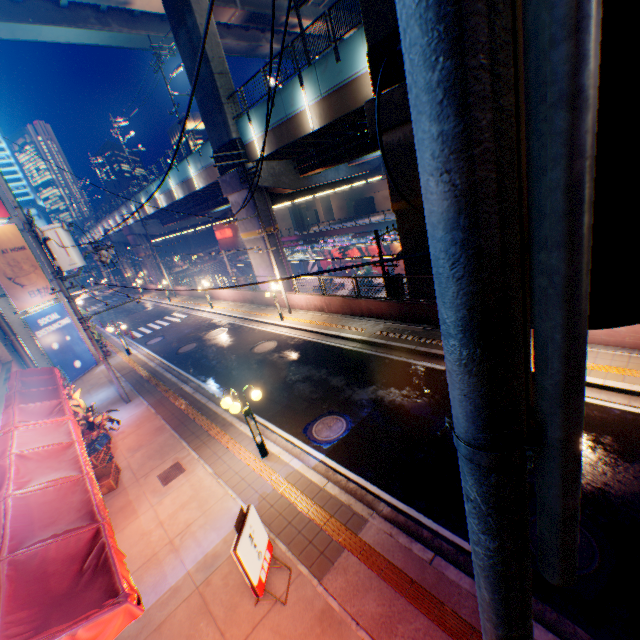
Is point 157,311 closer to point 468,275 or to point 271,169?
point 271,169

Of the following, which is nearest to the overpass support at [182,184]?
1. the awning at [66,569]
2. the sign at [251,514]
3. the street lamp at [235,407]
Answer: the street lamp at [235,407]

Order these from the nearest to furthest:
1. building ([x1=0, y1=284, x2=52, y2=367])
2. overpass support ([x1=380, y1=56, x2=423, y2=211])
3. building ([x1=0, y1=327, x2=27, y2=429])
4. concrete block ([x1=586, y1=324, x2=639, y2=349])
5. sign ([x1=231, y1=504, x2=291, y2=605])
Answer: sign ([x1=231, y1=504, x2=291, y2=605]) → building ([x1=0, y1=327, x2=27, y2=429]) → concrete block ([x1=586, y1=324, x2=639, y2=349]) → overpass support ([x1=380, y1=56, x2=423, y2=211]) → building ([x1=0, y1=284, x2=52, y2=367])

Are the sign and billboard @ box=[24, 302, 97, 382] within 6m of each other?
no

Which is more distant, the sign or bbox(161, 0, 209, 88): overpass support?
bbox(161, 0, 209, 88): overpass support

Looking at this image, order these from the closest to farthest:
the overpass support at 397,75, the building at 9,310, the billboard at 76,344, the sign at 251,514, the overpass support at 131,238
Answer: the sign at 251,514
the overpass support at 397,75
the building at 9,310
the billboard at 76,344
the overpass support at 131,238

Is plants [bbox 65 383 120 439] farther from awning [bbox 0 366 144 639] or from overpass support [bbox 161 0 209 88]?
overpass support [bbox 161 0 209 88]

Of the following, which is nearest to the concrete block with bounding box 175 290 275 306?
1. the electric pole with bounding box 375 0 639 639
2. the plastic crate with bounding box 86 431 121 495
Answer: the electric pole with bounding box 375 0 639 639
